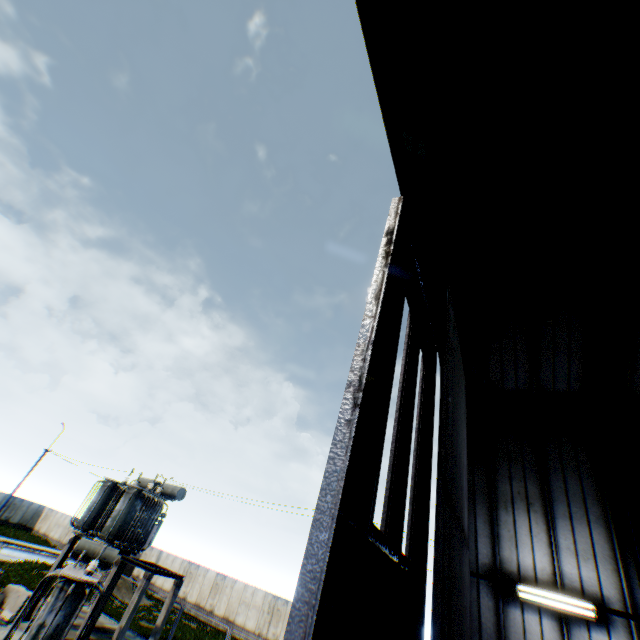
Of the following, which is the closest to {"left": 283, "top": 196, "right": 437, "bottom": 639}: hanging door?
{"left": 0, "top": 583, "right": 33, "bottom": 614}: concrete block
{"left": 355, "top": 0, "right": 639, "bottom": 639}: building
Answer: {"left": 355, "top": 0, "right": 639, "bottom": 639}: building

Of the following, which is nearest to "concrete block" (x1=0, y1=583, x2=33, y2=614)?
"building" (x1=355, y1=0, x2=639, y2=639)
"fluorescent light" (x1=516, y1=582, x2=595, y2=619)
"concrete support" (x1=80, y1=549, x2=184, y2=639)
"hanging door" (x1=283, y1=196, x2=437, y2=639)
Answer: "concrete support" (x1=80, y1=549, x2=184, y2=639)

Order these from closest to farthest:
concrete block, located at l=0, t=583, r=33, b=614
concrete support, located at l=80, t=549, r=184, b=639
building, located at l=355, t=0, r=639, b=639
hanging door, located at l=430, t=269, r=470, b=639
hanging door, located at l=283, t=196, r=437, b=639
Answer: hanging door, located at l=283, t=196, r=437, b=639 < hanging door, located at l=430, t=269, r=470, b=639 < building, located at l=355, t=0, r=639, b=639 < concrete support, located at l=80, t=549, r=184, b=639 < concrete block, located at l=0, t=583, r=33, b=614

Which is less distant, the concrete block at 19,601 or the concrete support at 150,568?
the concrete support at 150,568

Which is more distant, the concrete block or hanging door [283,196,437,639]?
the concrete block

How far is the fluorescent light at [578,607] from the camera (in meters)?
8.03

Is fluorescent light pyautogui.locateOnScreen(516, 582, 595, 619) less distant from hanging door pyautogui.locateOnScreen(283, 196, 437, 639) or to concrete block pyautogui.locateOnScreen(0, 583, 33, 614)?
hanging door pyautogui.locateOnScreen(283, 196, 437, 639)

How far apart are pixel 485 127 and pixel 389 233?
6.1 meters
